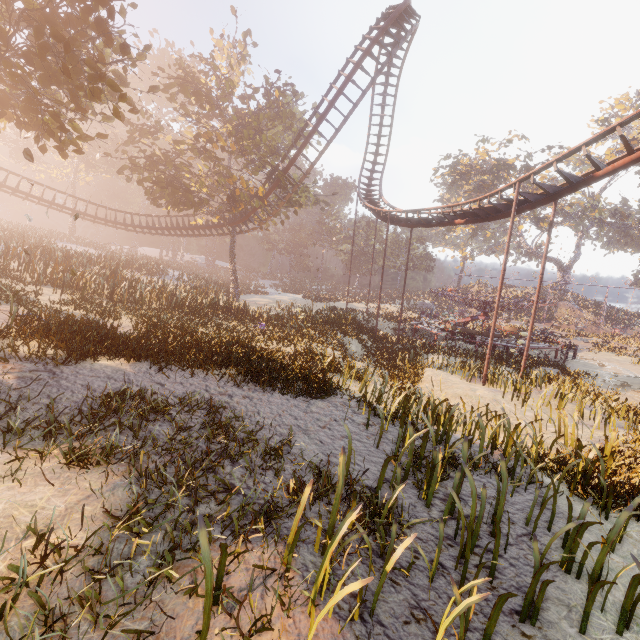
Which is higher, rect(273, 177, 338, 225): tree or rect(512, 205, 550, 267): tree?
rect(273, 177, 338, 225): tree

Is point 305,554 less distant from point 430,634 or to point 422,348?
point 430,634

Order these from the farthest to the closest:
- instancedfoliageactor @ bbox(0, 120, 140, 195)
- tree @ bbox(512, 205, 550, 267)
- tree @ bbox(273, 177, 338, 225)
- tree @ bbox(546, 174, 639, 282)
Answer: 1. tree @ bbox(512, 205, 550, 267)
2. tree @ bbox(546, 174, 639, 282)
3. instancedfoliageactor @ bbox(0, 120, 140, 195)
4. tree @ bbox(273, 177, 338, 225)

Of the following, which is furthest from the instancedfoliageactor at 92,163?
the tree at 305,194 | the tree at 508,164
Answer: the tree at 508,164

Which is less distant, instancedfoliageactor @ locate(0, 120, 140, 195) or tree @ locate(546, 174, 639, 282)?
instancedfoliageactor @ locate(0, 120, 140, 195)

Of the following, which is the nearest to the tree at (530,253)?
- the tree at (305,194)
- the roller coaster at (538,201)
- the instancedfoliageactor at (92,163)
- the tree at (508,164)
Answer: the tree at (508,164)

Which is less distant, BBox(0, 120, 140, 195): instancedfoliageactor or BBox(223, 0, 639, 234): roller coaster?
BBox(223, 0, 639, 234): roller coaster

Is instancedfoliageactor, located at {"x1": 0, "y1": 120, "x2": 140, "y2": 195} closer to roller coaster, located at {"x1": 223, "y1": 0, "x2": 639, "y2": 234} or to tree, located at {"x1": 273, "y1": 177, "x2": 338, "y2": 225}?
roller coaster, located at {"x1": 223, "y1": 0, "x2": 639, "y2": 234}
